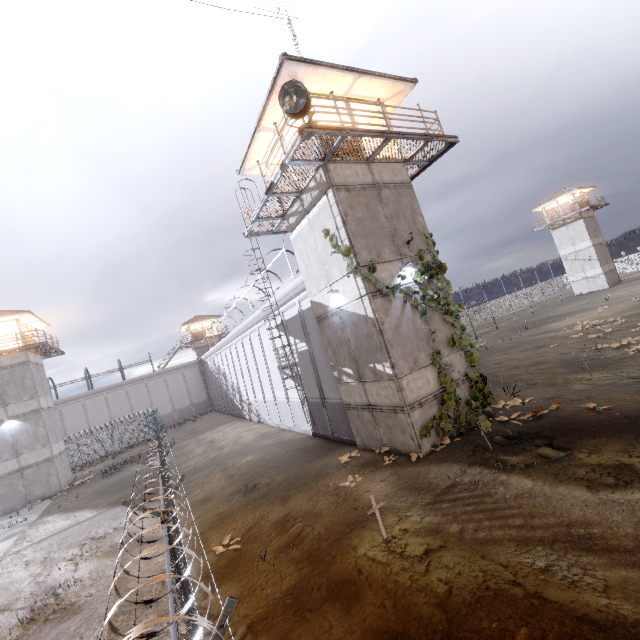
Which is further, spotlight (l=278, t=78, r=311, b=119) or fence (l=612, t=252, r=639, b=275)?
fence (l=612, t=252, r=639, b=275)

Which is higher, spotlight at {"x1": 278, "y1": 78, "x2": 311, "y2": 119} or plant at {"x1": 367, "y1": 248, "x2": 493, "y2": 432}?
spotlight at {"x1": 278, "y1": 78, "x2": 311, "y2": 119}

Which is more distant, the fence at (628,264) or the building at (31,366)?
the fence at (628,264)

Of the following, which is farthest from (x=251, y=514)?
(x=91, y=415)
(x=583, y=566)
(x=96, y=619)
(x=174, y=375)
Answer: (x=91, y=415)

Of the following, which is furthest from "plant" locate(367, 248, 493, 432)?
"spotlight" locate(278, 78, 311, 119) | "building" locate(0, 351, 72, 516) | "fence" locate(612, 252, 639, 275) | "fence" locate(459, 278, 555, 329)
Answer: "building" locate(0, 351, 72, 516)

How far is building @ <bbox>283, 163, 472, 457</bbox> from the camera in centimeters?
1102cm

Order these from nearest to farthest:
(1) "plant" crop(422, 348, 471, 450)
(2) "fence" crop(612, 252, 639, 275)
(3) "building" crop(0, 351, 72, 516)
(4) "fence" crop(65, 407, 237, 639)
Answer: (4) "fence" crop(65, 407, 237, 639), (1) "plant" crop(422, 348, 471, 450), (3) "building" crop(0, 351, 72, 516), (2) "fence" crop(612, 252, 639, 275)

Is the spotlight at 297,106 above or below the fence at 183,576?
above
